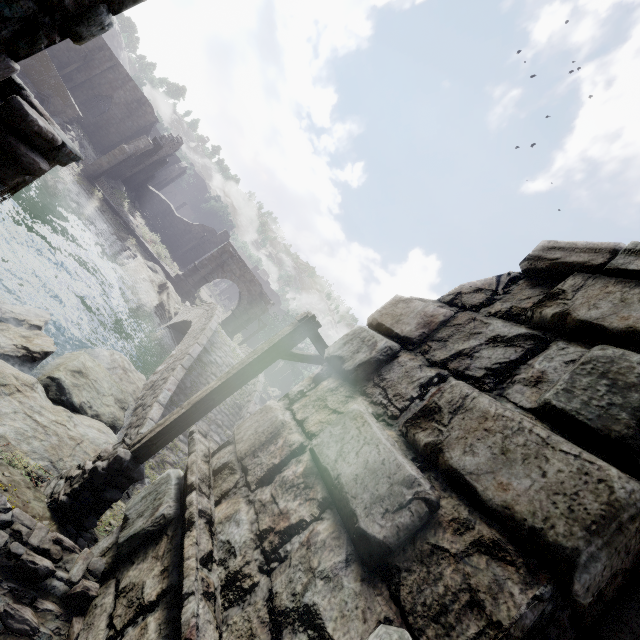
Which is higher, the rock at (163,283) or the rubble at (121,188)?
the rubble at (121,188)

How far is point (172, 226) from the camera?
37.6m

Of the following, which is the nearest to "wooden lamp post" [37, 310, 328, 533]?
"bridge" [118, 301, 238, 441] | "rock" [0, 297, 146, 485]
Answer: "rock" [0, 297, 146, 485]

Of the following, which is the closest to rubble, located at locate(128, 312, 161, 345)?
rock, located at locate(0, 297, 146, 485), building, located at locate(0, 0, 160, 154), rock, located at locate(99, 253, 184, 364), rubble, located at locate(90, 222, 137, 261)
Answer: rock, located at locate(99, 253, 184, 364)

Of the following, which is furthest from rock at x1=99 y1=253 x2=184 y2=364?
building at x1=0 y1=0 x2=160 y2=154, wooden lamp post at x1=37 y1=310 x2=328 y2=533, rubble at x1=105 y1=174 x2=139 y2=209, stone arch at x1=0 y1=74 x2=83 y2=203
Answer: rubble at x1=105 y1=174 x2=139 y2=209

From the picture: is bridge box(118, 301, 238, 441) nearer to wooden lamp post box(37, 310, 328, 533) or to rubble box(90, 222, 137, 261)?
wooden lamp post box(37, 310, 328, 533)

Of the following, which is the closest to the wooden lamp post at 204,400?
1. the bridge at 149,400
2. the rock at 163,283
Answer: the bridge at 149,400

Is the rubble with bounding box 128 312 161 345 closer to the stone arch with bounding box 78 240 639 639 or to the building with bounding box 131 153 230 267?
the stone arch with bounding box 78 240 639 639
